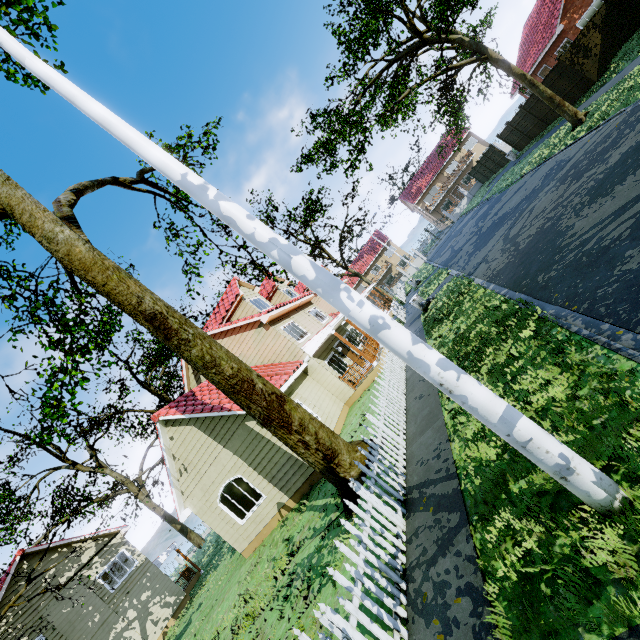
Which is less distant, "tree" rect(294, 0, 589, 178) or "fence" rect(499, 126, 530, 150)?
"tree" rect(294, 0, 589, 178)

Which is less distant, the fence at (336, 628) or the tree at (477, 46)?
the fence at (336, 628)

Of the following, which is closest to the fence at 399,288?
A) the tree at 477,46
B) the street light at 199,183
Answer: the tree at 477,46

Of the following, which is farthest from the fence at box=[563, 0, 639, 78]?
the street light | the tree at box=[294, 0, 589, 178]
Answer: the street light

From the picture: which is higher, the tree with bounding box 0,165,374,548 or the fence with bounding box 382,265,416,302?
the tree with bounding box 0,165,374,548

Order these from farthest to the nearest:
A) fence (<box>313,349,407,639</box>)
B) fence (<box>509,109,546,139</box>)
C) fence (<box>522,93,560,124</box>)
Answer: fence (<box>509,109,546,139</box>), fence (<box>522,93,560,124</box>), fence (<box>313,349,407,639</box>)

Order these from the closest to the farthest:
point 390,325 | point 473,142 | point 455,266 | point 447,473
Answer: point 390,325 < point 447,473 < point 455,266 < point 473,142
